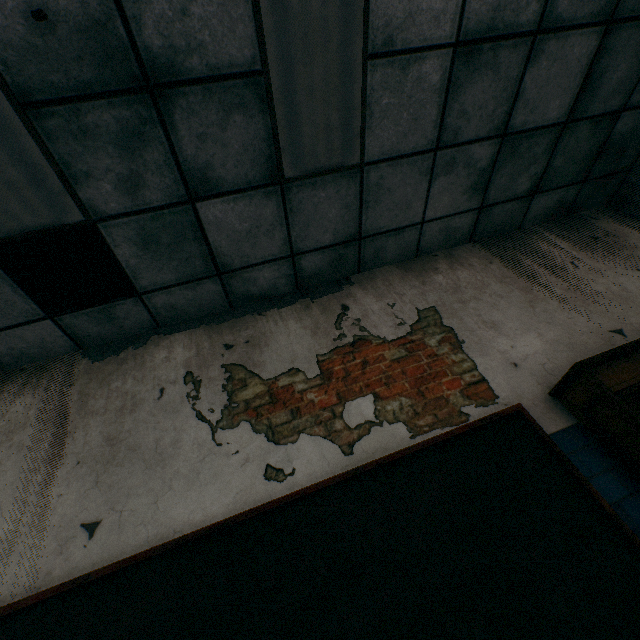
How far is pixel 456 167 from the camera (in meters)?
2.84

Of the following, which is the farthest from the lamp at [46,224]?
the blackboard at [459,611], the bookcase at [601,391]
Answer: the bookcase at [601,391]

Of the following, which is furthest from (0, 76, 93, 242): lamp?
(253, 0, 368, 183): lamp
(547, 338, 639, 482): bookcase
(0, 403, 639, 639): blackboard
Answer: (547, 338, 639, 482): bookcase

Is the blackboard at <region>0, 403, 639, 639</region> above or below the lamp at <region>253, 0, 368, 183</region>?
below

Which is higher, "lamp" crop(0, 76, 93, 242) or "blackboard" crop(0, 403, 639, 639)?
"lamp" crop(0, 76, 93, 242)

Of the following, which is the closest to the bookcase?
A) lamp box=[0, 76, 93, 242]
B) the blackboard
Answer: the blackboard

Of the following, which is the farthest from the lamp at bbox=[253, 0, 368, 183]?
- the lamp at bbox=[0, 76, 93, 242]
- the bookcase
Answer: the bookcase

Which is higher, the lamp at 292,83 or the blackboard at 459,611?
the lamp at 292,83
